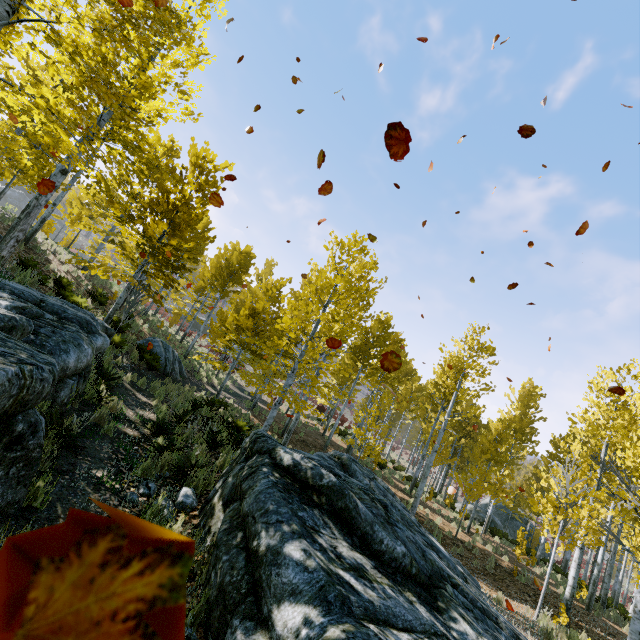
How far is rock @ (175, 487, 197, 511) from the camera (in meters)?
4.42

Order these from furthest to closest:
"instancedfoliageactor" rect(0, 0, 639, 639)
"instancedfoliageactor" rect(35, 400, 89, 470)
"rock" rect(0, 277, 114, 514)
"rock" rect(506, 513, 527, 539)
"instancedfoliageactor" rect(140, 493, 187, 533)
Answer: "rock" rect(506, 513, 527, 539) → "instancedfoliageactor" rect(0, 0, 639, 639) → "instancedfoliageactor" rect(35, 400, 89, 470) → "instancedfoliageactor" rect(140, 493, 187, 533) → "rock" rect(0, 277, 114, 514)

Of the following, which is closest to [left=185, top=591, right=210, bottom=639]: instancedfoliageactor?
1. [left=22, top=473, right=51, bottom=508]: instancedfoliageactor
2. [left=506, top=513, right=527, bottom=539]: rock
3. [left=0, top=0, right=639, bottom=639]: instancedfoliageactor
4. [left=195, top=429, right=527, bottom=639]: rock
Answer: [left=195, top=429, right=527, bottom=639]: rock

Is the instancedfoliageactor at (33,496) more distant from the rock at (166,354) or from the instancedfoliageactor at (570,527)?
the instancedfoliageactor at (570,527)

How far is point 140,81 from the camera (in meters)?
9.03

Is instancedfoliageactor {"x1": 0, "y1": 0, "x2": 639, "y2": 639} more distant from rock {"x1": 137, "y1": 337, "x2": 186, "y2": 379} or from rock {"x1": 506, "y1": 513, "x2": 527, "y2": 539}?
rock {"x1": 506, "y1": 513, "x2": 527, "y2": 539}

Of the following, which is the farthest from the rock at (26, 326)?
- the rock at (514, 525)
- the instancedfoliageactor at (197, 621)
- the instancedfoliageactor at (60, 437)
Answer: the rock at (514, 525)

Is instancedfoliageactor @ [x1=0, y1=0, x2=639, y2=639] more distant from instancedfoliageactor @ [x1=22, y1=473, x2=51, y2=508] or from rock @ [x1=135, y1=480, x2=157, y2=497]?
instancedfoliageactor @ [x1=22, y1=473, x2=51, y2=508]
